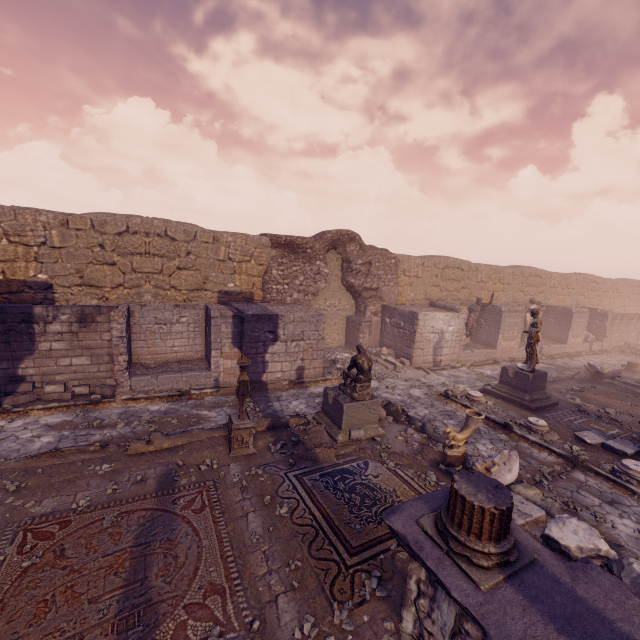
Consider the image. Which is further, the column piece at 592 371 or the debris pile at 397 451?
the column piece at 592 371

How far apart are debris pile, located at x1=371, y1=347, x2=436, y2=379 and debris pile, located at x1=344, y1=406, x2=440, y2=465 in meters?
4.1 m

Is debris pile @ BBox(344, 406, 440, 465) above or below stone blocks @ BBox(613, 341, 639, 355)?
below

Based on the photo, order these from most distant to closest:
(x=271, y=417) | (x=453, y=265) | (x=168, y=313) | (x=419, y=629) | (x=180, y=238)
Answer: (x=453, y=265), (x=180, y=238), (x=168, y=313), (x=271, y=417), (x=419, y=629)

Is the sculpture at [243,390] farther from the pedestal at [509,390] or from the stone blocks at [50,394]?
the pedestal at [509,390]

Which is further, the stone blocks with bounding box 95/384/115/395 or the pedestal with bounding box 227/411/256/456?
the stone blocks with bounding box 95/384/115/395

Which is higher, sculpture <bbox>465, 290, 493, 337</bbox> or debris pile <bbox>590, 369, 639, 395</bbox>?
sculpture <bbox>465, 290, 493, 337</bbox>

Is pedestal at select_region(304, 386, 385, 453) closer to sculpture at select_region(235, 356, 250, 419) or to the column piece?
sculpture at select_region(235, 356, 250, 419)
